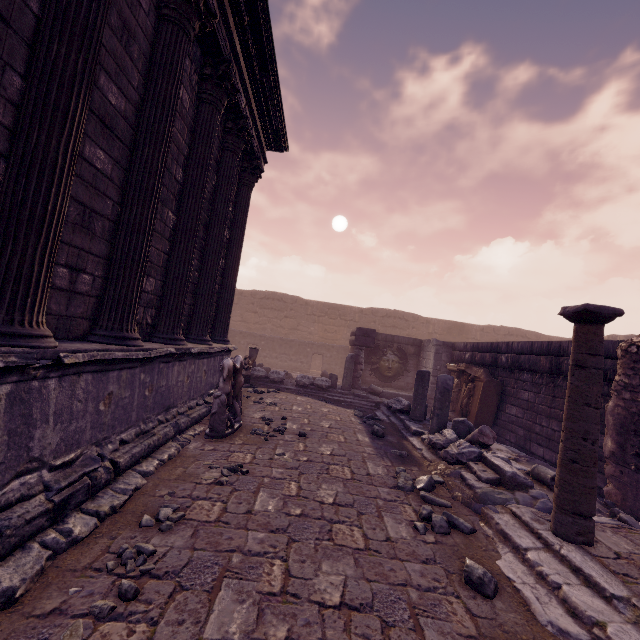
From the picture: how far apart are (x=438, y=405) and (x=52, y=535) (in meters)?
6.59

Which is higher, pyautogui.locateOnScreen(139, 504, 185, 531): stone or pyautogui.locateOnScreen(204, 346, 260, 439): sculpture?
pyautogui.locateOnScreen(204, 346, 260, 439): sculpture

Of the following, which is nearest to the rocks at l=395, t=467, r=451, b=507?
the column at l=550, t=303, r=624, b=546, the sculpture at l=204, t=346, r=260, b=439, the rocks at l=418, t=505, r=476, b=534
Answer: the rocks at l=418, t=505, r=476, b=534

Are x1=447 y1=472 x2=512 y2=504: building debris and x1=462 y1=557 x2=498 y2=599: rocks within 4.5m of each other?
yes

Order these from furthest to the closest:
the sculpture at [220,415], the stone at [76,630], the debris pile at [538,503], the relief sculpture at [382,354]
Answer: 1. the relief sculpture at [382,354]
2. the sculpture at [220,415]
3. the debris pile at [538,503]
4. the stone at [76,630]

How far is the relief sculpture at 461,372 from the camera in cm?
923

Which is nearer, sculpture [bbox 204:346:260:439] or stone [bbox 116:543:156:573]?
stone [bbox 116:543:156:573]

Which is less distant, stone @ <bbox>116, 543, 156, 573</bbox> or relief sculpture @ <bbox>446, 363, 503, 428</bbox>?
stone @ <bbox>116, 543, 156, 573</bbox>
